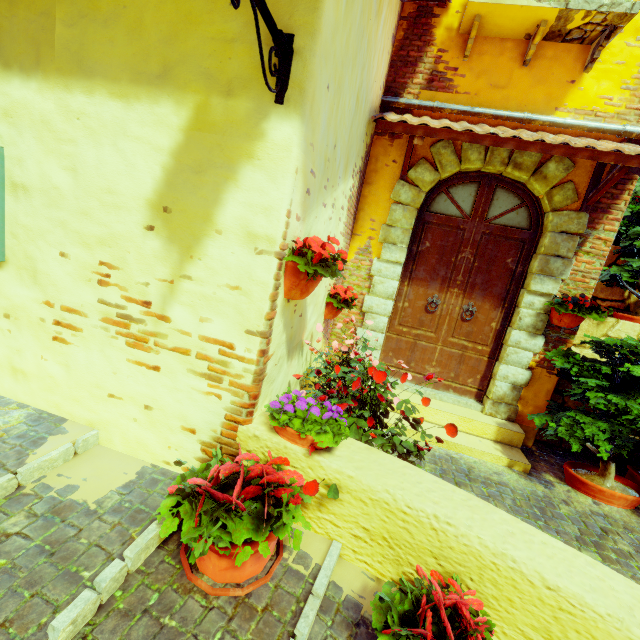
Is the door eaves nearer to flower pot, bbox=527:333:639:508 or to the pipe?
the pipe

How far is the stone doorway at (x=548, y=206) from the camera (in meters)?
3.69

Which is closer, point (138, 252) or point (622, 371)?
point (138, 252)

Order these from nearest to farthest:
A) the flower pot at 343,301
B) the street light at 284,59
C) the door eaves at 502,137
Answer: the street light at 284,59, the door eaves at 502,137, the flower pot at 343,301

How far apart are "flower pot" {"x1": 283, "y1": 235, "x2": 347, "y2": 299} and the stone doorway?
2.1m

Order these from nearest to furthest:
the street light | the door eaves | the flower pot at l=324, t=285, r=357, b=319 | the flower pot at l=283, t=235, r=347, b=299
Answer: the street light, the flower pot at l=283, t=235, r=347, b=299, the door eaves, the flower pot at l=324, t=285, r=357, b=319

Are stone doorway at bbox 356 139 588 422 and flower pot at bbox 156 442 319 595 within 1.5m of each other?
no

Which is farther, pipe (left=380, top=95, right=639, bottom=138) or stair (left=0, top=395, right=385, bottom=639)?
pipe (left=380, top=95, right=639, bottom=138)
